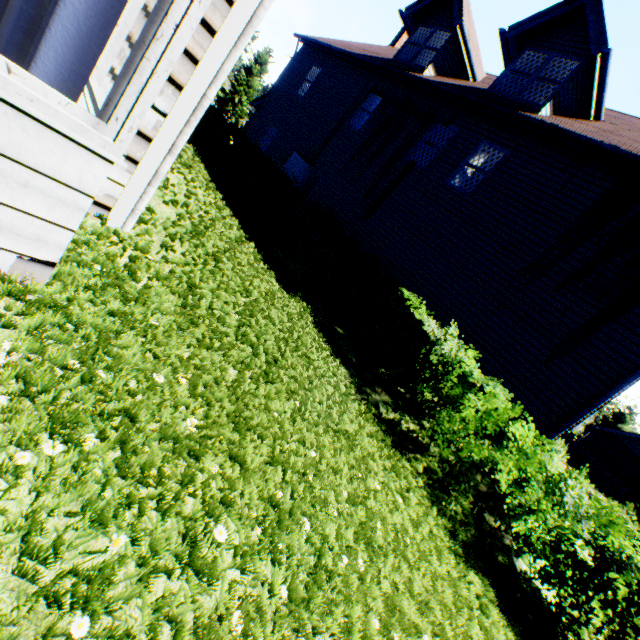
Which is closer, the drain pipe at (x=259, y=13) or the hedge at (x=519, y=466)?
the drain pipe at (x=259, y=13)

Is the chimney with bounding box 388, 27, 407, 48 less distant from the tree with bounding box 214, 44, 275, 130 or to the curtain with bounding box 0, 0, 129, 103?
the curtain with bounding box 0, 0, 129, 103

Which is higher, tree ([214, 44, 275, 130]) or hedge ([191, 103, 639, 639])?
tree ([214, 44, 275, 130])

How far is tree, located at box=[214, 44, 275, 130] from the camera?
39.5m

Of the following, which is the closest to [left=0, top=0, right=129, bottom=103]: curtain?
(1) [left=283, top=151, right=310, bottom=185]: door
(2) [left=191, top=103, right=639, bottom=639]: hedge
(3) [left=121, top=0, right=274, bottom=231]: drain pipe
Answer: (3) [left=121, top=0, right=274, bottom=231]: drain pipe

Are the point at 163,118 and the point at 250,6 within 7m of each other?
yes

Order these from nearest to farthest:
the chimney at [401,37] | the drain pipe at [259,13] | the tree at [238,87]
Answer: the drain pipe at [259,13], the chimney at [401,37], the tree at [238,87]

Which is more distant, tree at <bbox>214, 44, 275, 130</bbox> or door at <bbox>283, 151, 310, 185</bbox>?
tree at <bbox>214, 44, 275, 130</bbox>
